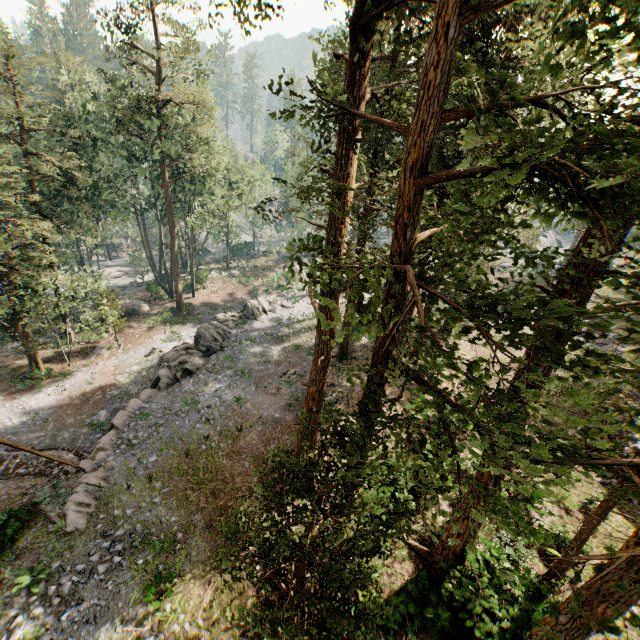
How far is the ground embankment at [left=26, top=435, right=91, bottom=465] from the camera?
19.4m

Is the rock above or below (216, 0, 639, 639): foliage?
below

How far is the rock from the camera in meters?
14.8 m

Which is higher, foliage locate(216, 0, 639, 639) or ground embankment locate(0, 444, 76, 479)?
foliage locate(216, 0, 639, 639)

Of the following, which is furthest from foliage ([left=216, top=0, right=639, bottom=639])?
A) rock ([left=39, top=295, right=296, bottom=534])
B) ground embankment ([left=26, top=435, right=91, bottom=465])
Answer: rock ([left=39, top=295, right=296, bottom=534])

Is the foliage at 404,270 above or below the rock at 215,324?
above

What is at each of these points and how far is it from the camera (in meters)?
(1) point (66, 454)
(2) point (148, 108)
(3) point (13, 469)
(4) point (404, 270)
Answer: (1) ground embankment, 19.67
(2) foliage, 28.95
(3) ground embankment, 18.52
(4) foliage, 4.81

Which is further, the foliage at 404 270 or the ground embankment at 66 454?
the ground embankment at 66 454
